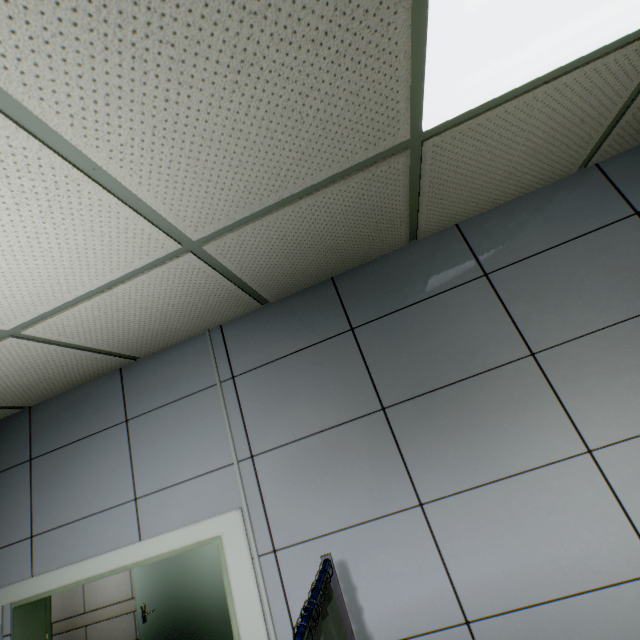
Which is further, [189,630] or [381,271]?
[189,630]
